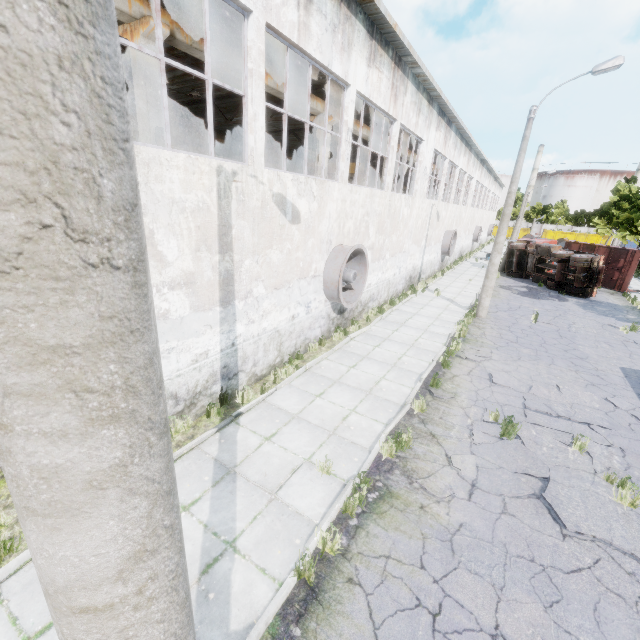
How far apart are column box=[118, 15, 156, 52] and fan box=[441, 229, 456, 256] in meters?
21.2 m

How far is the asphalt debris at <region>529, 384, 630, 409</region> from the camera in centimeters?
891cm

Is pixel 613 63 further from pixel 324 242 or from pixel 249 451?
pixel 249 451

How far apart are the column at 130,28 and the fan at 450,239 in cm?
2125

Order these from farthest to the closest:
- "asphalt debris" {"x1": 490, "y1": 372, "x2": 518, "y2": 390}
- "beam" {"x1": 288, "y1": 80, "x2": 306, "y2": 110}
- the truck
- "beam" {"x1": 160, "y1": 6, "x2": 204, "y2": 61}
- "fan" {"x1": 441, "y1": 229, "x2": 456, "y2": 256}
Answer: "fan" {"x1": 441, "y1": 229, "x2": 456, "y2": 256}, the truck, "beam" {"x1": 288, "y1": 80, "x2": 306, "y2": 110}, "asphalt debris" {"x1": 490, "y1": 372, "x2": 518, "y2": 390}, "beam" {"x1": 160, "y1": 6, "x2": 204, "y2": 61}

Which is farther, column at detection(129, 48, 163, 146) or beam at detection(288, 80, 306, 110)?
beam at detection(288, 80, 306, 110)

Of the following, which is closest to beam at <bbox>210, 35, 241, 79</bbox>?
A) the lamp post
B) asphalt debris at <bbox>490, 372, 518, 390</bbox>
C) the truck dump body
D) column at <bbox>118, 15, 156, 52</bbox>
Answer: column at <bbox>118, 15, 156, 52</bbox>

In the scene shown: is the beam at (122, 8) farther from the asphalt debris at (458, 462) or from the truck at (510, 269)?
the asphalt debris at (458, 462)
